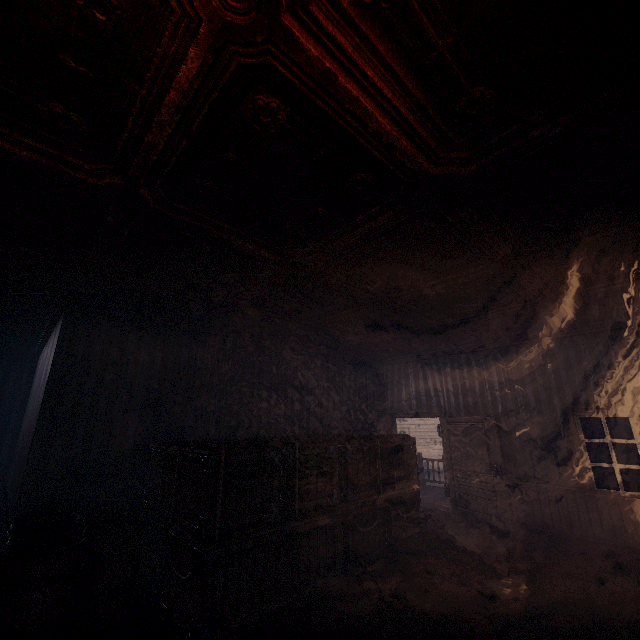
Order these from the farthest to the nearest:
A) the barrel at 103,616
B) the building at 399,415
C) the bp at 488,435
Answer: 1. the bp at 488,435
2. the barrel at 103,616
3. the building at 399,415

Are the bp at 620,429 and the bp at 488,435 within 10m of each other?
no

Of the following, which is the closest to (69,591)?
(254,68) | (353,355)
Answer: (254,68)

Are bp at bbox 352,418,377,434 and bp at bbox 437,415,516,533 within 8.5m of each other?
yes

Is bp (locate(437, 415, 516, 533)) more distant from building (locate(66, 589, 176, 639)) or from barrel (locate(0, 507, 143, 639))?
barrel (locate(0, 507, 143, 639))

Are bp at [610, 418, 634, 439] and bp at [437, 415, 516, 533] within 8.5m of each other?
no

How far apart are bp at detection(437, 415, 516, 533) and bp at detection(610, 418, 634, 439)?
14.09m

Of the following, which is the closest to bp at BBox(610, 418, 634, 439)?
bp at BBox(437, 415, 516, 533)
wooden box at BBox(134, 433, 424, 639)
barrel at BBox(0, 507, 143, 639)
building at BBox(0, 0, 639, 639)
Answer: building at BBox(0, 0, 639, 639)
